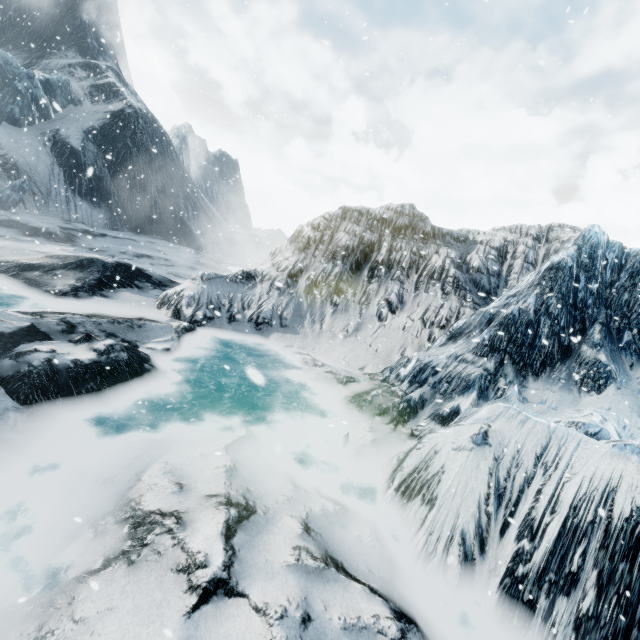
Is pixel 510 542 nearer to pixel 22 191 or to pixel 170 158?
pixel 22 191
